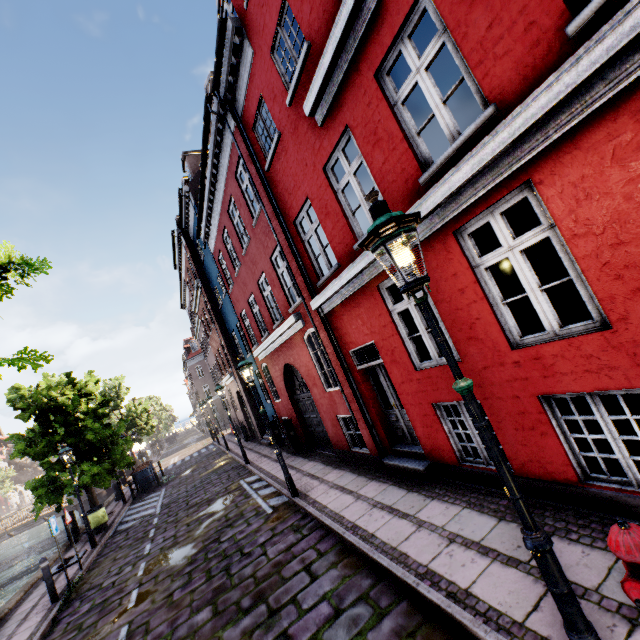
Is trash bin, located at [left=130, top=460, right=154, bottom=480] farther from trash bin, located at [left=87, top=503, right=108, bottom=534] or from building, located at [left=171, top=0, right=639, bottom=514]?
building, located at [left=171, top=0, right=639, bottom=514]

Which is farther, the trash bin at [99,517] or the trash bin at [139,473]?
the trash bin at [139,473]

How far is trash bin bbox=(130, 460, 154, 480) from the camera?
19.4m

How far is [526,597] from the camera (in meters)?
3.17

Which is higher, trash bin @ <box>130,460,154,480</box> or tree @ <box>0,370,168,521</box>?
tree @ <box>0,370,168,521</box>

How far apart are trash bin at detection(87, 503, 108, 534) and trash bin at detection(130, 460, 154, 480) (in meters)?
5.42

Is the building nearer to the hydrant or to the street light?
the street light

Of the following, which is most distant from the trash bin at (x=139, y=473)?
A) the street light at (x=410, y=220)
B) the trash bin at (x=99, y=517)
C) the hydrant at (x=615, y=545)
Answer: the hydrant at (x=615, y=545)
